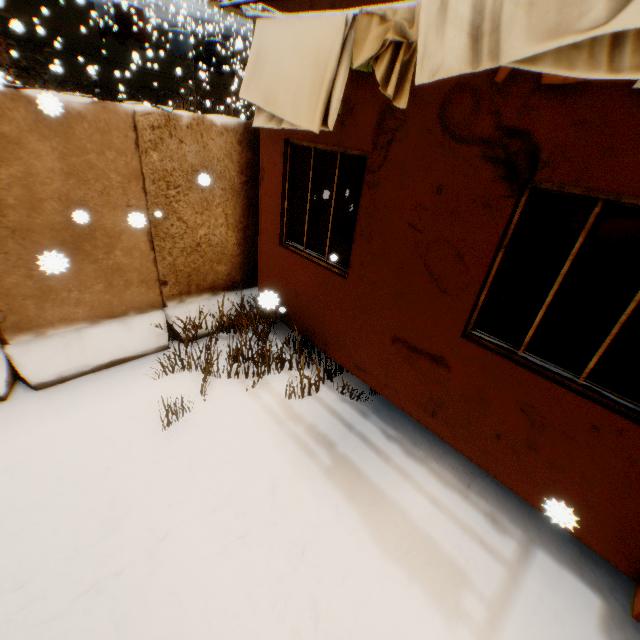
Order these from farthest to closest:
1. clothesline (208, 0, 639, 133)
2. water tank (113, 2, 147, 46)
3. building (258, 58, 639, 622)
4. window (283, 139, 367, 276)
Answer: water tank (113, 2, 147, 46) → window (283, 139, 367, 276) → building (258, 58, 639, 622) → clothesline (208, 0, 639, 133)

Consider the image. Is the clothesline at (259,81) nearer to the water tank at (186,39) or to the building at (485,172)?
the building at (485,172)

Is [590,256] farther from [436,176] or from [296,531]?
[296,531]

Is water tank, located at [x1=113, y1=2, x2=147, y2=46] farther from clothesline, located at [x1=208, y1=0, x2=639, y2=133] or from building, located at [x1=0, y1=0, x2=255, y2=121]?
building, located at [x1=0, y1=0, x2=255, y2=121]

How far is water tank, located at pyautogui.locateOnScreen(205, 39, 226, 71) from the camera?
24.9 meters

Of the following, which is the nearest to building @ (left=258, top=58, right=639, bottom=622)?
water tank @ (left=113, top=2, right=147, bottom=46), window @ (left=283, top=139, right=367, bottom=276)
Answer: window @ (left=283, top=139, right=367, bottom=276)

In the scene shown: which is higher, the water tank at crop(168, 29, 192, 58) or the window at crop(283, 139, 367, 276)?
the water tank at crop(168, 29, 192, 58)

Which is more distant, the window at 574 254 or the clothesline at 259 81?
the window at 574 254
